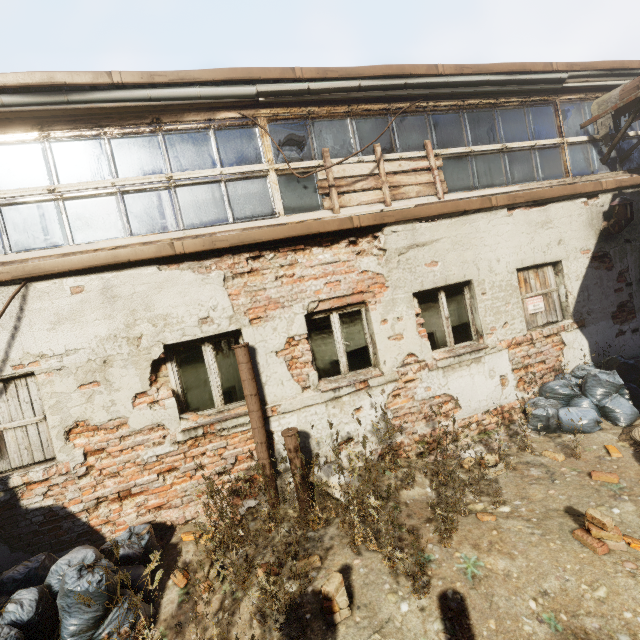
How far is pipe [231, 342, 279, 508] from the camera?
4.21m

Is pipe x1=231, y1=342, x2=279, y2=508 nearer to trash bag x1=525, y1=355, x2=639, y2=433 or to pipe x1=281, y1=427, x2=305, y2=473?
pipe x1=281, y1=427, x2=305, y2=473

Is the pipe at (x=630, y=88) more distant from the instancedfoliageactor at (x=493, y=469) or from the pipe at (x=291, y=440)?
the pipe at (x=291, y=440)

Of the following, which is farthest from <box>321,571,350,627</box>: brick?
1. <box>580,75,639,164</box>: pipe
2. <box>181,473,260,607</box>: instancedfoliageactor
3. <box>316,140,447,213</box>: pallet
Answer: <box>580,75,639,164</box>: pipe

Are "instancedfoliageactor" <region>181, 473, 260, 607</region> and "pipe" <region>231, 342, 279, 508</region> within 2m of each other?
yes

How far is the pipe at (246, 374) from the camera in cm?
421

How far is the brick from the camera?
2.65m

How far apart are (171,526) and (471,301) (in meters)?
5.64
